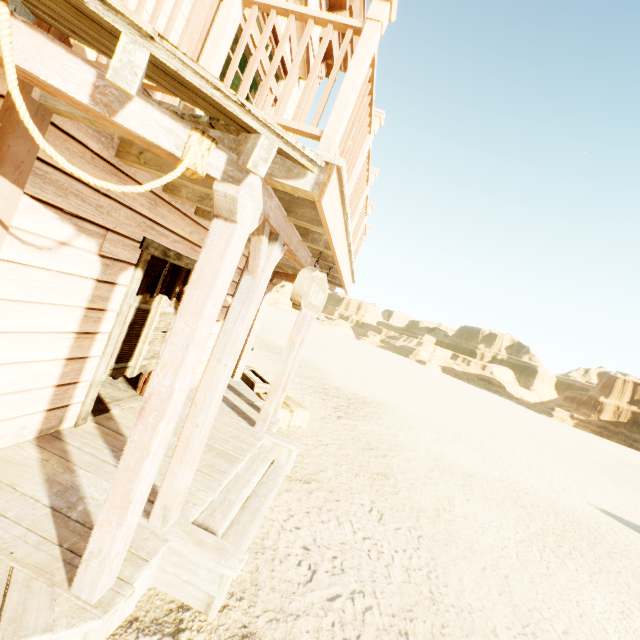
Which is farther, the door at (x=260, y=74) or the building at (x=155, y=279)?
the building at (x=155, y=279)

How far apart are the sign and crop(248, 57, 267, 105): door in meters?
1.8 m

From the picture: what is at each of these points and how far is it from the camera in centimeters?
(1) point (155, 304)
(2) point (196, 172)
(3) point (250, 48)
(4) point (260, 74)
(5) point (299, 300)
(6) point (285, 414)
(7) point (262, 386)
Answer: (1) door, 418cm
(2) rope, 173cm
(3) door, 407cm
(4) door, 448cm
(5) sign, 317cm
(6) hay bale, 689cm
(7) trough, 804cm

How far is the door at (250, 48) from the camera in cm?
399

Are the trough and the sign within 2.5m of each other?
no

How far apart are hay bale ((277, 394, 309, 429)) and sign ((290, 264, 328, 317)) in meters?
2.9

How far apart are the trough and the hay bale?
0.2 meters

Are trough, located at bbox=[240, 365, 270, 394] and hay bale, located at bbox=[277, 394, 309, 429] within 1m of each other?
yes
